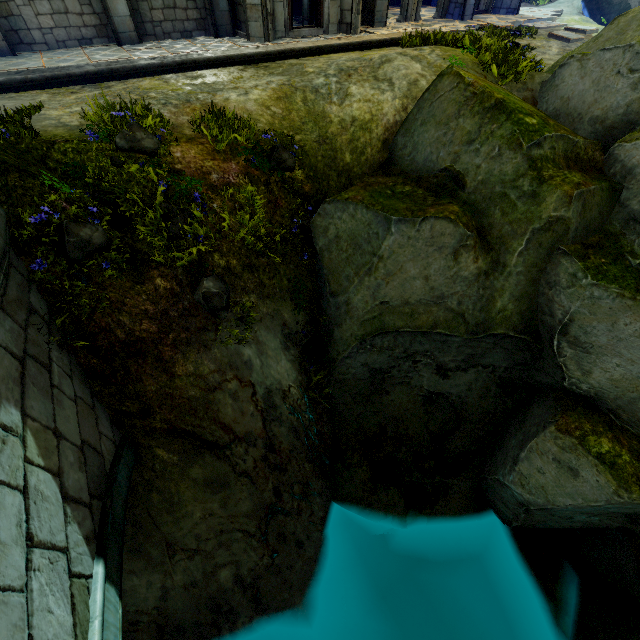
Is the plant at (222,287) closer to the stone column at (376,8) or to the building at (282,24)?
the building at (282,24)

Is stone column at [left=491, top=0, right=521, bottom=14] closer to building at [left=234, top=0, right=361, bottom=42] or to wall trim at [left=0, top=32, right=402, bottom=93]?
wall trim at [left=0, top=32, right=402, bottom=93]

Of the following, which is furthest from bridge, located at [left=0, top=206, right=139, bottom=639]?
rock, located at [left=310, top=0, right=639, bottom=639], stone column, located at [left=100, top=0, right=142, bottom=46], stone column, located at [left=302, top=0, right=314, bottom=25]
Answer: stone column, located at [left=302, top=0, right=314, bottom=25]

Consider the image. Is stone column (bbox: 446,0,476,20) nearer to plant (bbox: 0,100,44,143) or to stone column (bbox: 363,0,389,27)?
stone column (bbox: 363,0,389,27)

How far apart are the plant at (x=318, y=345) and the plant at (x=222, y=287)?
1.6 meters

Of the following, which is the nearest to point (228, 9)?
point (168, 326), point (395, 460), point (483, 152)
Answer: point (483, 152)

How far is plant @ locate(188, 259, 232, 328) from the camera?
5.43m

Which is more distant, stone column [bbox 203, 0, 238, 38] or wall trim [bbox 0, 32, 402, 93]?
stone column [bbox 203, 0, 238, 38]
